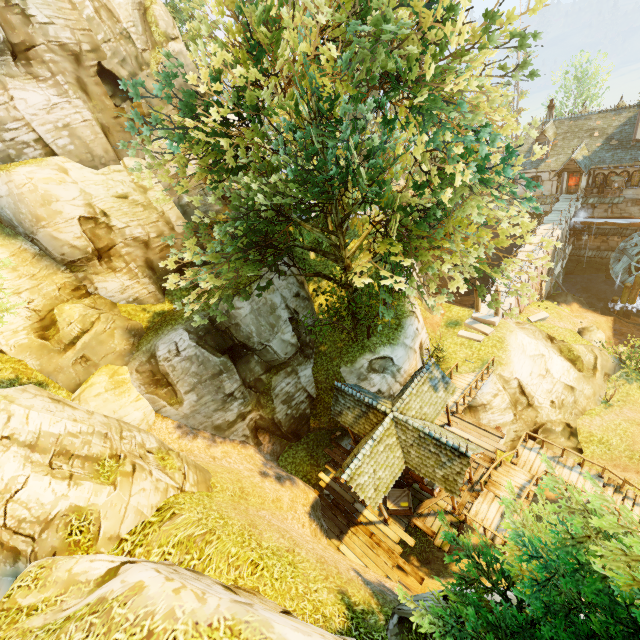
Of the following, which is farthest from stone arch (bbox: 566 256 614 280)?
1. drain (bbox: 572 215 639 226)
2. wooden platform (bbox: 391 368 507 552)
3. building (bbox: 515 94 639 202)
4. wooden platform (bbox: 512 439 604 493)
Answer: wooden platform (bbox: 512 439 604 493)

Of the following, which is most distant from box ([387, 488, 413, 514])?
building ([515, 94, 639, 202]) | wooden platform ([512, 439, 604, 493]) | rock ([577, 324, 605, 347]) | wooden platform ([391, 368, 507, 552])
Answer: building ([515, 94, 639, 202])

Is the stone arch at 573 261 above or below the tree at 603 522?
below

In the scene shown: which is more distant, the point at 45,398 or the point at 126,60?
the point at 126,60

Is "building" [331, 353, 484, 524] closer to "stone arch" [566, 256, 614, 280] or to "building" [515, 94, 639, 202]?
"building" [515, 94, 639, 202]

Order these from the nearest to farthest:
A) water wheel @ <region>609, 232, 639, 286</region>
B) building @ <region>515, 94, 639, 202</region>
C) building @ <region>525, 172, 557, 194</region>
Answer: building @ <region>515, 94, 639, 202</region> → water wheel @ <region>609, 232, 639, 286</region> → building @ <region>525, 172, 557, 194</region>

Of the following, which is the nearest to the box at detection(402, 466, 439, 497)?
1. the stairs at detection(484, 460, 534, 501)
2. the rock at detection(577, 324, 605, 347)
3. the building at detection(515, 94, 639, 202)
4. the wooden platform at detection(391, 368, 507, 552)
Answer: the wooden platform at detection(391, 368, 507, 552)

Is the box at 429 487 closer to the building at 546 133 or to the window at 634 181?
the building at 546 133
